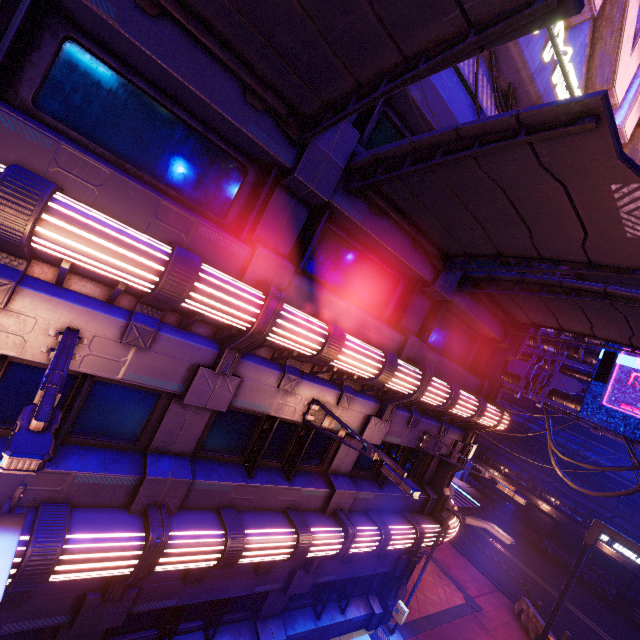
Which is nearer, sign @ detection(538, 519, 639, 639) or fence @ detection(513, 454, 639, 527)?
sign @ detection(538, 519, 639, 639)

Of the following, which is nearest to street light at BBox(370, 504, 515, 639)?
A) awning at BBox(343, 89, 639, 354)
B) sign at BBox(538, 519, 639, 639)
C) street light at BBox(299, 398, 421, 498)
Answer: sign at BBox(538, 519, 639, 639)

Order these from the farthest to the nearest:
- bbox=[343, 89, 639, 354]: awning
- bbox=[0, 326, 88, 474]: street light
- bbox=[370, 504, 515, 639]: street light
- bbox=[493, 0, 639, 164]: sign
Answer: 1. bbox=[370, 504, 515, 639]: street light
2. bbox=[493, 0, 639, 164]: sign
3. bbox=[343, 89, 639, 354]: awning
4. bbox=[0, 326, 88, 474]: street light

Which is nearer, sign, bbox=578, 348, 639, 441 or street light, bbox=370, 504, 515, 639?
street light, bbox=370, 504, 515, 639

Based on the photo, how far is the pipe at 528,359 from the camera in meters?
15.2

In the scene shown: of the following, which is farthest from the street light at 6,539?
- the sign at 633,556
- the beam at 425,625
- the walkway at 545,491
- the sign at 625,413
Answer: the walkway at 545,491

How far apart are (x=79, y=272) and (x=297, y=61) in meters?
4.4

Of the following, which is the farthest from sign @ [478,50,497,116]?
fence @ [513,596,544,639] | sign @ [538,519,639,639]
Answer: fence @ [513,596,544,639]
